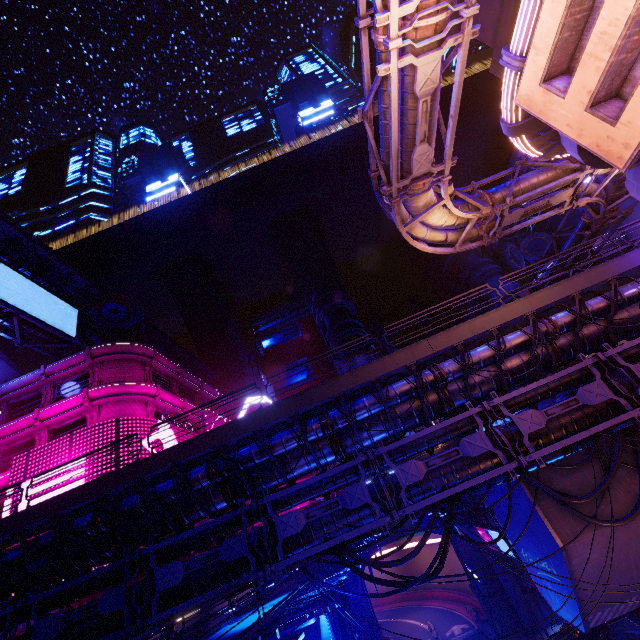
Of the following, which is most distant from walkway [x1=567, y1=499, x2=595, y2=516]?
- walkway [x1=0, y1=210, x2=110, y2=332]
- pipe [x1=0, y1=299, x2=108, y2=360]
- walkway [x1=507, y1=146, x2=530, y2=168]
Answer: pipe [x1=0, y1=299, x2=108, y2=360]

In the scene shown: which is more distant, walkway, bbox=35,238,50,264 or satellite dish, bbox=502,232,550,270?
satellite dish, bbox=502,232,550,270

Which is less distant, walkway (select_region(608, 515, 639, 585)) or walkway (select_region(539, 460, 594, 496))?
Result: walkway (select_region(608, 515, 639, 585))

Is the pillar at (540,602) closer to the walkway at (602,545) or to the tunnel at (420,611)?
the walkway at (602,545)

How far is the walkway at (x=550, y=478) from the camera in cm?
1360

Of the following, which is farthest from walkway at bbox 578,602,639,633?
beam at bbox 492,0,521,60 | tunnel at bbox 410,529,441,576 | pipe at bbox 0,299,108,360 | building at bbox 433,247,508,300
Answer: pipe at bbox 0,299,108,360

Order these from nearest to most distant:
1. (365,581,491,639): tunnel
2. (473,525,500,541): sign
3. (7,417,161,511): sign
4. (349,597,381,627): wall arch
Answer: (473,525,500,541): sign < (7,417,161,511): sign < (349,597,381,627): wall arch < (365,581,491,639): tunnel

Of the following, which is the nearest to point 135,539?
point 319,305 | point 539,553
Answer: point 539,553
